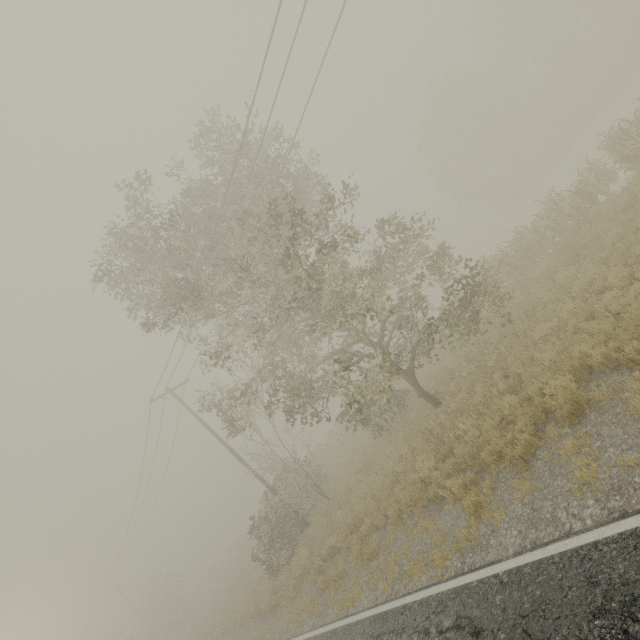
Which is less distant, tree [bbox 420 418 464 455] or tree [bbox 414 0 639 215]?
tree [bbox 420 418 464 455]

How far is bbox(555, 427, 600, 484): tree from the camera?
5.2 meters

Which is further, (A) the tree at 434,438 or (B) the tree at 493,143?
(B) the tree at 493,143

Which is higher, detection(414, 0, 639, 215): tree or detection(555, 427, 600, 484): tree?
detection(414, 0, 639, 215): tree

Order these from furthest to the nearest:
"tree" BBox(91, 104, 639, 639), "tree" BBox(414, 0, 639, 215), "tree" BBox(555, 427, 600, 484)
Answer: "tree" BBox(414, 0, 639, 215)
"tree" BBox(91, 104, 639, 639)
"tree" BBox(555, 427, 600, 484)

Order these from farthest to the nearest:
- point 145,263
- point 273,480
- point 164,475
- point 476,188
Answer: point 476,188
point 164,475
point 273,480
point 145,263
